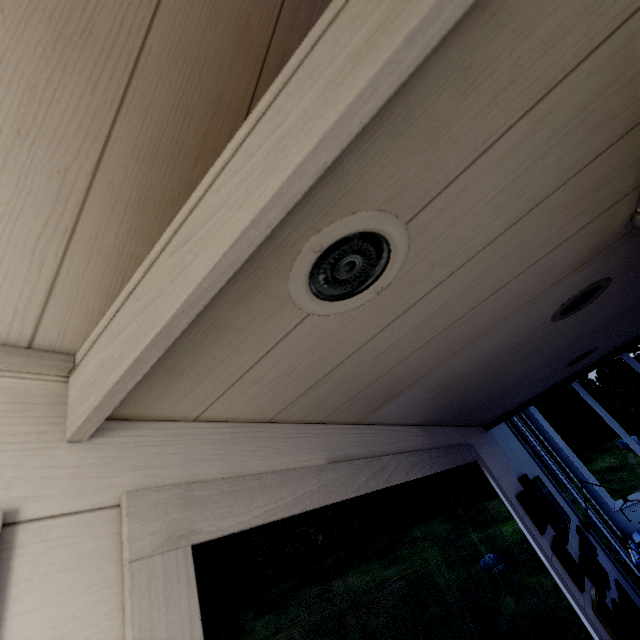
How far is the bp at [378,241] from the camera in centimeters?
45cm

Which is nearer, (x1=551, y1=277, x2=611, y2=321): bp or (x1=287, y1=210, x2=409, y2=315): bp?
(x1=287, y1=210, x2=409, y2=315): bp

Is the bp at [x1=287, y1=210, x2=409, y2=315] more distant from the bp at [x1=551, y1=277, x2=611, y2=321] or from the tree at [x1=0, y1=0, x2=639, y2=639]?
the bp at [x1=551, y1=277, x2=611, y2=321]

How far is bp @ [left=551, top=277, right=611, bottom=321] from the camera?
1.0 meters

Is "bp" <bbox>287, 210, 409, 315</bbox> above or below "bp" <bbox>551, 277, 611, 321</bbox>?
below

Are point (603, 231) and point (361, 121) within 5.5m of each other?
yes

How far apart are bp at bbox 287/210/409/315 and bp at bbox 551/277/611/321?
0.8 meters

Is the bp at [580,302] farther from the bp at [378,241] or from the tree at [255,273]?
the bp at [378,241]
